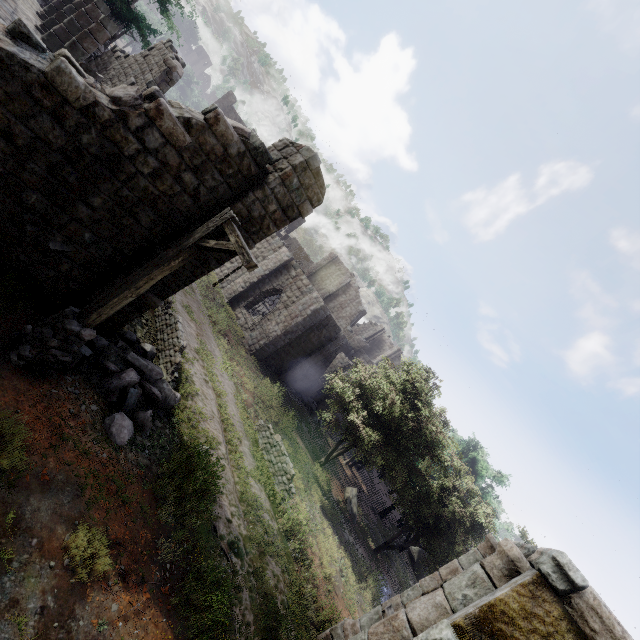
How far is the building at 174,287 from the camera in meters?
8.1 m

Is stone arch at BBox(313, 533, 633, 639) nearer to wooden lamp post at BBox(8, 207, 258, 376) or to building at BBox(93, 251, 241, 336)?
building at BBox(93, 251, 241, 336)

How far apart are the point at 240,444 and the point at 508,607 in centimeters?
954cm

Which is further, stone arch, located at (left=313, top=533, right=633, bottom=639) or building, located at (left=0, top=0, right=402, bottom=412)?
building, located at (left=0, top=0, right=402, bottom=412)

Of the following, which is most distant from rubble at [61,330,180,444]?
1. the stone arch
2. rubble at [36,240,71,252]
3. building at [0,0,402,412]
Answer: the stone arch

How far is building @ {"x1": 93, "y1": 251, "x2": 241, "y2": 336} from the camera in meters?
8.1

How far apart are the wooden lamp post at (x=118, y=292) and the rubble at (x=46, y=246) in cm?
137

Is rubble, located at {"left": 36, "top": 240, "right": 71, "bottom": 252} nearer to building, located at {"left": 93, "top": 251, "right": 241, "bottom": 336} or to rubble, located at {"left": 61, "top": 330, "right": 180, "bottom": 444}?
building, located at {"left": 93, "top": 251, "right": 241, "bottom": 336}
